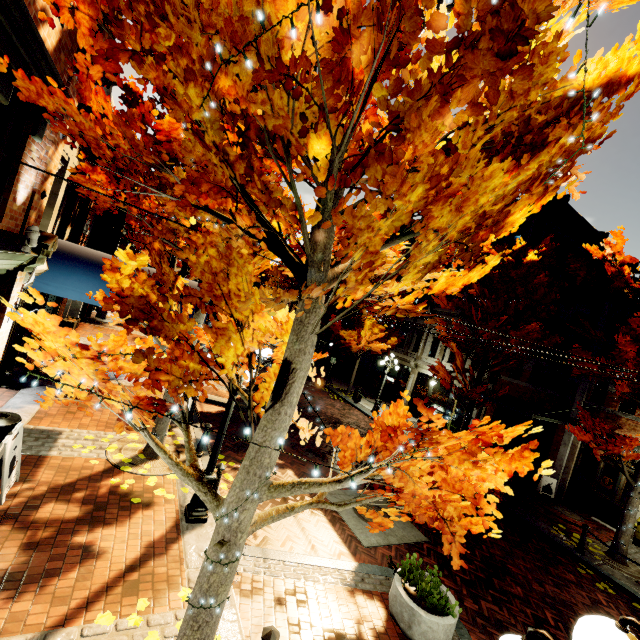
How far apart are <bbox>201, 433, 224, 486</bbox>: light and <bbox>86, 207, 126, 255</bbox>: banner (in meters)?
6.99

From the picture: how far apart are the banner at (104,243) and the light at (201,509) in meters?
7.0

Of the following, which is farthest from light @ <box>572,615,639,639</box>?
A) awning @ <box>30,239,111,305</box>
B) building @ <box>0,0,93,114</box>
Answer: awning @ <box>30,239,111,305</box>

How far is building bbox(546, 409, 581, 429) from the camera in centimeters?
1383cm

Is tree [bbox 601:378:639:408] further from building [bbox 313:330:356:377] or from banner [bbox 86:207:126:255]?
banner [bbox 86:207:126:255]

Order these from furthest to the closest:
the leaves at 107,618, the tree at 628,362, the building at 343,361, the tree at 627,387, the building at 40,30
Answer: the building at 343,361
the tree at 627,387
the tree at 628,362
the leaves at 107,618
the building at 40,30

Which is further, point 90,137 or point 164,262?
point 164,262

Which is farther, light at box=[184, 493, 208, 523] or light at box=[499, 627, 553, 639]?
light at box=[184, 493, 208, 523]
